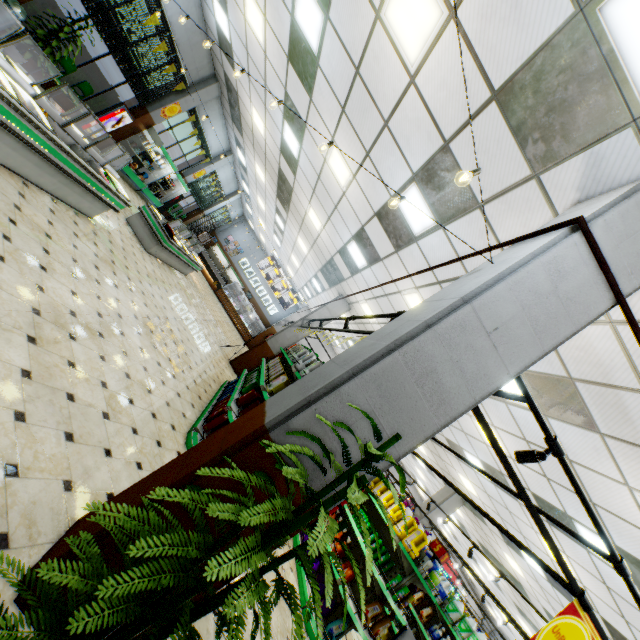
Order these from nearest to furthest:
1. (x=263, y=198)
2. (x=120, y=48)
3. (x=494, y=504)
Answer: (x=120, y=48)
(x=494, y=504)
(x=263, y=198)

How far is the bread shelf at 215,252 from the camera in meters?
26.3

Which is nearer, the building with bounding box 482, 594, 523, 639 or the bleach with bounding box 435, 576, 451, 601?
the bleach with bounding box 435, 576, 451, 601

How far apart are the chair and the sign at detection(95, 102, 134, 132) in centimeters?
23cm

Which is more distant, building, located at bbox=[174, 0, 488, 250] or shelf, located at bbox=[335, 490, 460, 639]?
shelf, located at bbox=[335, 490, 460, 639]

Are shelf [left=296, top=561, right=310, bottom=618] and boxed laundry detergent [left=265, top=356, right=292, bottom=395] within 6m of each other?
yes

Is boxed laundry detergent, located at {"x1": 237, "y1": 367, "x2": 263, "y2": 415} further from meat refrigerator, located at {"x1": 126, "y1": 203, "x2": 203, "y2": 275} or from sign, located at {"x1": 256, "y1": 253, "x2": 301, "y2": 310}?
sign, located at {"x1": 256, "y1": 253, "x2": 301, "y2": 310}

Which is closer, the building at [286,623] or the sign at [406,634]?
the sign at [406,634]
